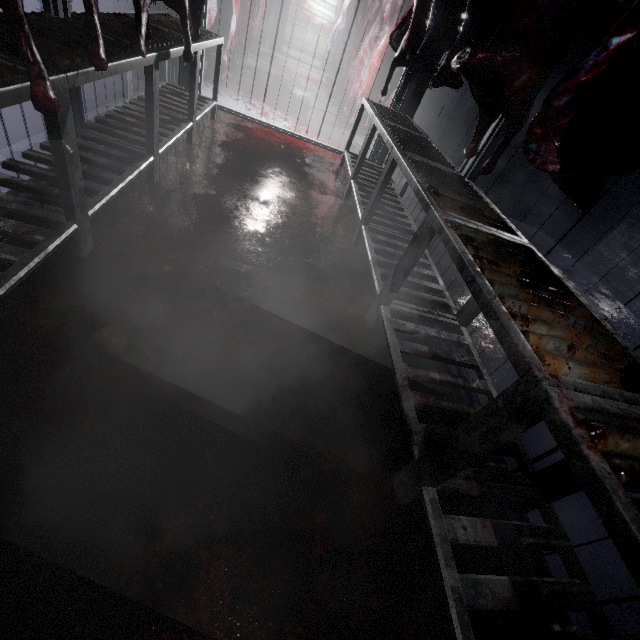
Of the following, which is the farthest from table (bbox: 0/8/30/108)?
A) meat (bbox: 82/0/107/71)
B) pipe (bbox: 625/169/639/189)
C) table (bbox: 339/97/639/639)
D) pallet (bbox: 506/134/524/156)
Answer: pipe (bbox: 625/169/639/189)

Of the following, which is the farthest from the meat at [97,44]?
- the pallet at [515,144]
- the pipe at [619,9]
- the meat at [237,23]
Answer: the pallet at [515,144]

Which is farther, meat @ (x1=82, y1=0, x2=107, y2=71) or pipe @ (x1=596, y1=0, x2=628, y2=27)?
pipe @ (x1=596, y1=0, x2=628, y2=27)

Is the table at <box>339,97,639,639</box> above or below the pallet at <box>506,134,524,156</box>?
below

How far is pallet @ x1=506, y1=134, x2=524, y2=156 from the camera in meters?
4.4 m

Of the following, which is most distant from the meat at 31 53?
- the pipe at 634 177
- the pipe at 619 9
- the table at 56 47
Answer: the pipe at 634 177

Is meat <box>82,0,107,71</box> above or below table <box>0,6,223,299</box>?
above

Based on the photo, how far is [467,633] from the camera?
0.9m
